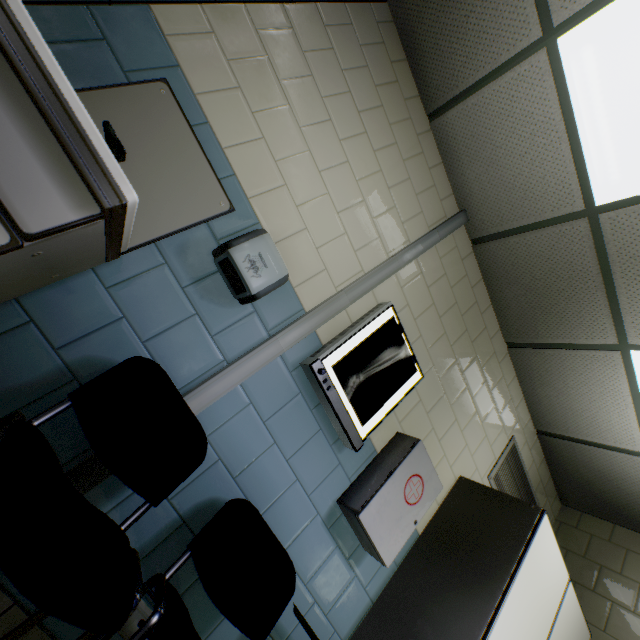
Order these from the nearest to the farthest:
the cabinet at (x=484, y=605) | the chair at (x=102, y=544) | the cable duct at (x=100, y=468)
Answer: the chair at (x=102, y=544), the cable duct at (x=100, y=468), the cabinet at (x=484, y=605)

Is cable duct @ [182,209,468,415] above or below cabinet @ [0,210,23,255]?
above

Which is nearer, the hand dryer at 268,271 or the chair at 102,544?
the chair at 102,544

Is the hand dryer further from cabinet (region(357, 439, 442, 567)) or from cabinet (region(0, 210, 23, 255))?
cabinet (region(357, 439, 442, 567))

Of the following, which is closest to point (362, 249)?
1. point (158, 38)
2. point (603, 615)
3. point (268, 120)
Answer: point (268, 120)

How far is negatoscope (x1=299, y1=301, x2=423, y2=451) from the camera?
1.7 meters

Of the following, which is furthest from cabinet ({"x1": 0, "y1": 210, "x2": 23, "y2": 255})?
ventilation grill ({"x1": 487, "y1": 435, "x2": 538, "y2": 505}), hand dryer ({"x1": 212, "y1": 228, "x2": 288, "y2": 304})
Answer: ventilation grill ({"x1": 487, "y1": 435, "x2": 538, "y2": 505})

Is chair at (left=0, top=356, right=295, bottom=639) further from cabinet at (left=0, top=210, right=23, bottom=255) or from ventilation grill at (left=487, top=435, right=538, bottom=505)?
ventilation grill at (left=487, top=435, right=538, bottom=505)
